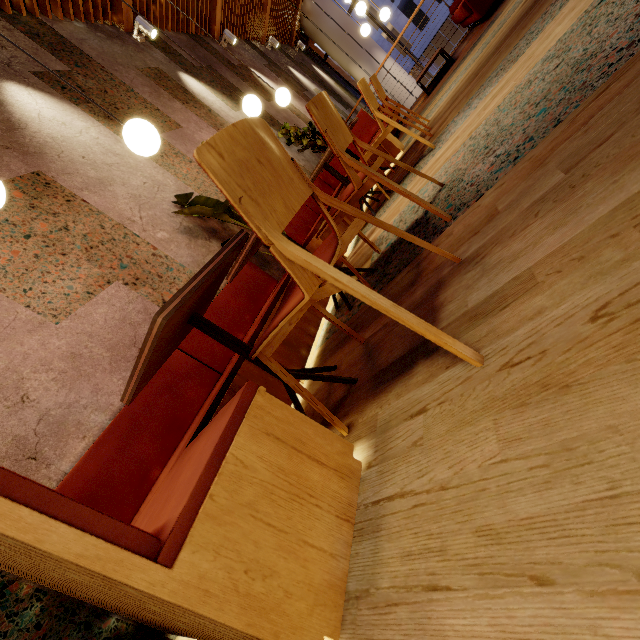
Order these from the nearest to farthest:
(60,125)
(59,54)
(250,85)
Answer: (60,125) < (59,54) < (250,85)

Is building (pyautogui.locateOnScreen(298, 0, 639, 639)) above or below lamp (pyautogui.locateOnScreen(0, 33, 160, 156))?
below

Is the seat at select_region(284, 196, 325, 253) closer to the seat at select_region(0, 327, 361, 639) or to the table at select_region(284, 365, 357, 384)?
the seat at select_region(0, 327, 361, 639)

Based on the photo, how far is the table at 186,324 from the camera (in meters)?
1.00

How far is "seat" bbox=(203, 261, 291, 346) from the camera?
2.16m

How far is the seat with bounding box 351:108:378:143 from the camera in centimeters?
451cm

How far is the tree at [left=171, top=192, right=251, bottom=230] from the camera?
2.6m

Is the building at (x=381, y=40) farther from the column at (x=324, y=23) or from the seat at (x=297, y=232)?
the seat at (x=297, y=232)
